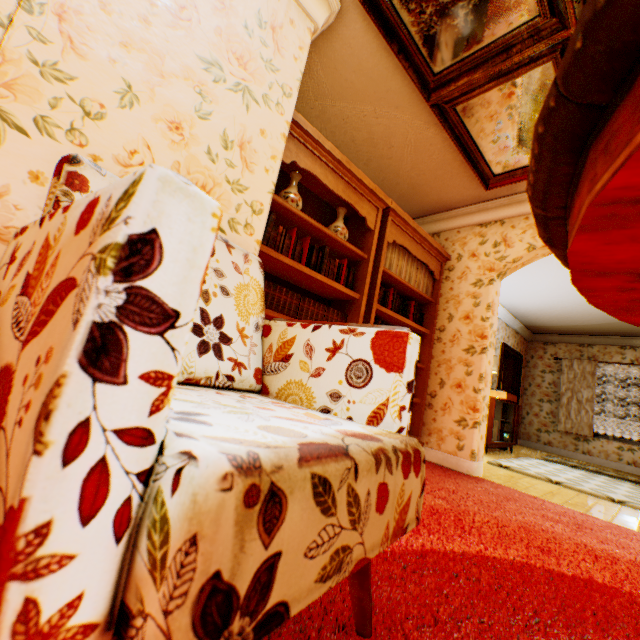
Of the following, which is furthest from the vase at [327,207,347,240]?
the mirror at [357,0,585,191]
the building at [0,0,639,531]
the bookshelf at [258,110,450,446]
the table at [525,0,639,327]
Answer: the table at [525,0,639,327]

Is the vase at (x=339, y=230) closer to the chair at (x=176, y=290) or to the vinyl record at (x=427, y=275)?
the vinyl record at (x=427, y=275)

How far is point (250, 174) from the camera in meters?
1.8

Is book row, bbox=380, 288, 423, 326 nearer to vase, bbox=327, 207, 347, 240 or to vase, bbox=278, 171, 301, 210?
vase, bbox=327, 207, 347, 240

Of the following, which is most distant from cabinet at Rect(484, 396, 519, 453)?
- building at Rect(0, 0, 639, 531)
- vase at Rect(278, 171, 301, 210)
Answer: vase at Rect(278, 171, 301, 210)

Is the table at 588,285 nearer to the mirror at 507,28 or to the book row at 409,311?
the mirror at 507,28

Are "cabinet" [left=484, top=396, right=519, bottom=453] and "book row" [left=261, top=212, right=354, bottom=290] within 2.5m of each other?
no

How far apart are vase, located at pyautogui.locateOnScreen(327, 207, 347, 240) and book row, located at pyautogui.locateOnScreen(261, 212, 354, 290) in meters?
0.2 m
